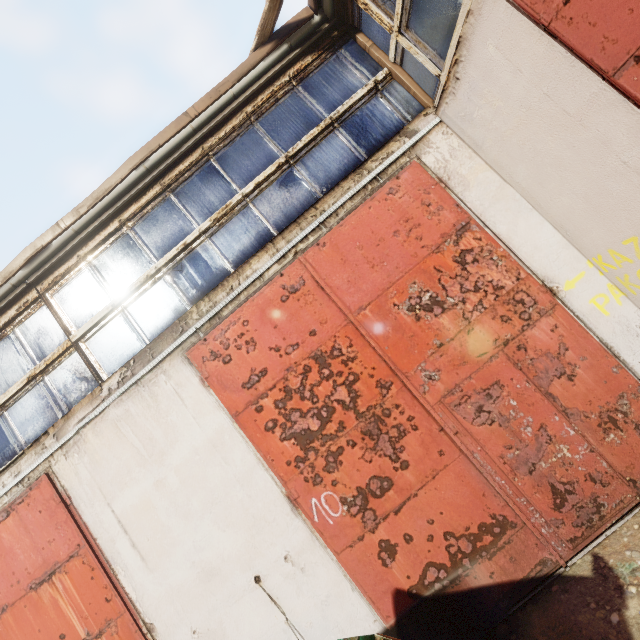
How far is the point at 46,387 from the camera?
4.32m
